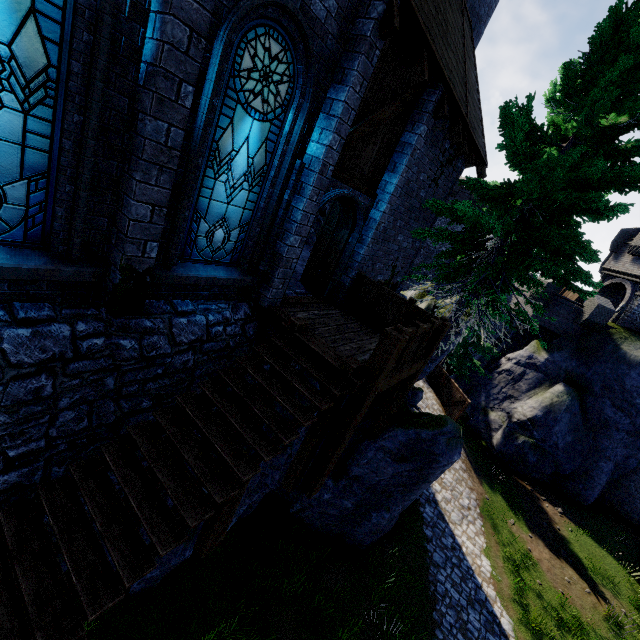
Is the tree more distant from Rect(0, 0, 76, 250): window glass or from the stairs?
Rect(0, 0, 76, 250): window glass

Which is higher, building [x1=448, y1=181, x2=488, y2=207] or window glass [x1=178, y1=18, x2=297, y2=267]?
building [x1=448, y1=181, x2=488, y2=207]

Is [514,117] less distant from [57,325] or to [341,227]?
[341,227]

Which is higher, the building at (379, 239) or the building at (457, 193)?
the building at (457, 193)

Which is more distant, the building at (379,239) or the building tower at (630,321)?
the building tower at (630,321)

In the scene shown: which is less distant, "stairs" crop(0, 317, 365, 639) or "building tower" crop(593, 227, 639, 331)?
"stairs" crop(0, 317, 365, 639)

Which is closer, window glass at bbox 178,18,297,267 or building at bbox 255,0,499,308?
window glass at bbox 178,18,297,267

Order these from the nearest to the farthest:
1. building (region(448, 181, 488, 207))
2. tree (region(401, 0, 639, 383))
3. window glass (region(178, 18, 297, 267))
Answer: window glass (region(178, 18, 297, 267)) < tree (region(401, 0, 639, 383)) < building (region(448, 181, 488, 207))
